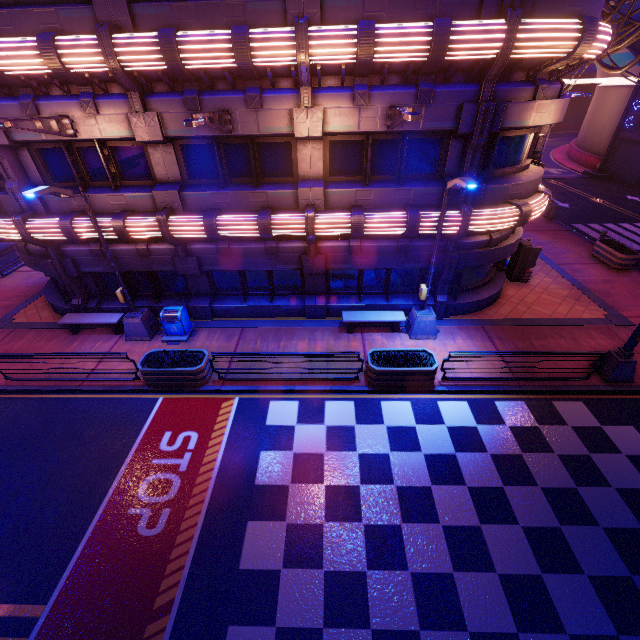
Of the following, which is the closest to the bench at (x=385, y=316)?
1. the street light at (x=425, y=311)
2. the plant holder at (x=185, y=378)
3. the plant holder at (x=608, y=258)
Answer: the street light at (x=425, y=311)

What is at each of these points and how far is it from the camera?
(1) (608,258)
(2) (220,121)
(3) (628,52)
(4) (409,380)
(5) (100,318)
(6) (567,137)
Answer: (1) plant holder, 17.2 meters
(2) street light, 9.2 meters
(3) tunnel, 30.3 meters
(4) plant holder, 10.5 meters
(5) bench, 13.1 meters
(6) tunnel, 57.7 meters

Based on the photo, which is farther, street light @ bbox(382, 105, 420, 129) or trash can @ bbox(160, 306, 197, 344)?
trash can @ bbox(160, 306, 197, 344)

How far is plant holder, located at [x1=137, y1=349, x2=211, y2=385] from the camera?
10.5m

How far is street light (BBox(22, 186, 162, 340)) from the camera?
8.9m

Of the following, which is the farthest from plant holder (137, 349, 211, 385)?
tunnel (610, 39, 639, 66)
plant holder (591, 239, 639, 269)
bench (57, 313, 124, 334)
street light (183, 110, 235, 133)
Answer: tunnel (610, 39, 639, 66)

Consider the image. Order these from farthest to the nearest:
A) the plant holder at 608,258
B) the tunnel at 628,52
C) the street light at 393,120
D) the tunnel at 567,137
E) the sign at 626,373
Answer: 1. the tunnel at 567,137
2. the tunnel at 628,52
3. the plant holder at 608,258
4. the sign at 626,373
5. the street light at 393,120

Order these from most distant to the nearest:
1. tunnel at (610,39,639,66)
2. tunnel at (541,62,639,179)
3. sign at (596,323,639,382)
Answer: tunnel at (541,62,639,179) → tunnel at (610,39,639,66) → sign at (596,323,639,382)
